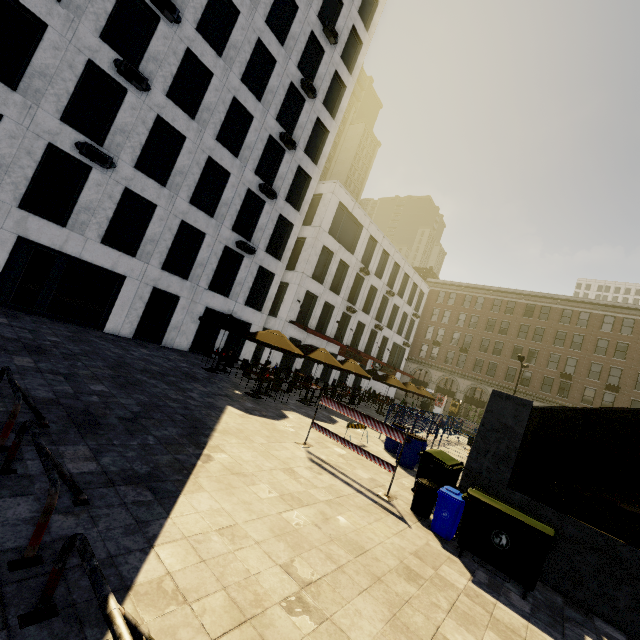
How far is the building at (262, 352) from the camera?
24.80m

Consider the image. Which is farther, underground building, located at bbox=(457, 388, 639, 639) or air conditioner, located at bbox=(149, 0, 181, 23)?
air conditioner, located at bbox=(149, 0, 181, 23)

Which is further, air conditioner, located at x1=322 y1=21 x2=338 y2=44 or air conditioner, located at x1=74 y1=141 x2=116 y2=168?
air conditioner, located at x1=322 y1=21 x2=338 y2=44

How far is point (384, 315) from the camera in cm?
3628

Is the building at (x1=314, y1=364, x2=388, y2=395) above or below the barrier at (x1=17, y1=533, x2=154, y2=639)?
above

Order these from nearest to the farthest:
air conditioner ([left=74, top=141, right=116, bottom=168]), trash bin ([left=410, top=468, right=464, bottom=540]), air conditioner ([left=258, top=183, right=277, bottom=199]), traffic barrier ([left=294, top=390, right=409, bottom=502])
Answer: trash bin ([left=410, top=468, right=464, bottom=540]) < traffic barrier ([left=294, top=390, right=409, bottom=502]) < air conditioner ([left=74, top=141, right=116, bottom=168]) < air conditioner ([left=258, top=183, right=277, bottom=199])

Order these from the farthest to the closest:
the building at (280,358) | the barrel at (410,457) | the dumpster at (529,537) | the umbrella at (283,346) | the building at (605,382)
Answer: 1. the building at (605,382)
2. the building at (280,358)
3. the umbrella at (283,346)
4. the barrel at (410,457)
5. the dumpster at (529,537)

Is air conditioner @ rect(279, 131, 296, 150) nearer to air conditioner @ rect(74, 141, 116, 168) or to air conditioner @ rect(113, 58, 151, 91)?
air conditioner @ rect(113, 58, 151, 91)
